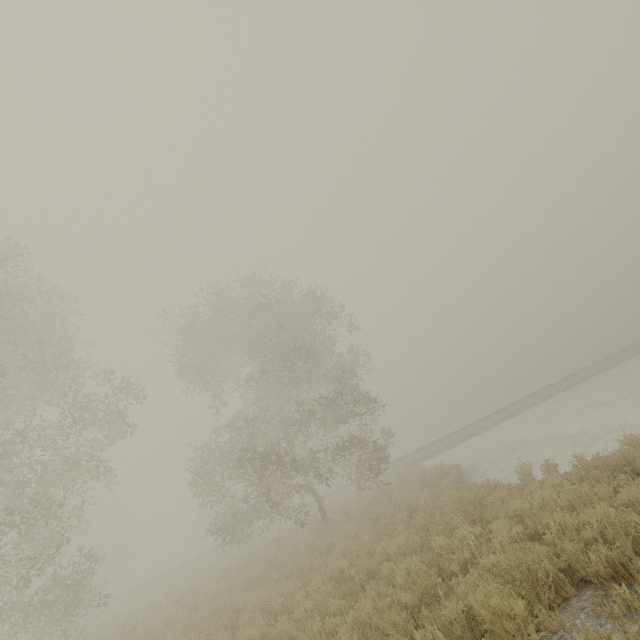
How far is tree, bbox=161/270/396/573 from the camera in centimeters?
1611cm

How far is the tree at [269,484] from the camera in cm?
1611

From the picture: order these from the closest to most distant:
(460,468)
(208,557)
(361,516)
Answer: (361,516), (460,468), (208,557)
